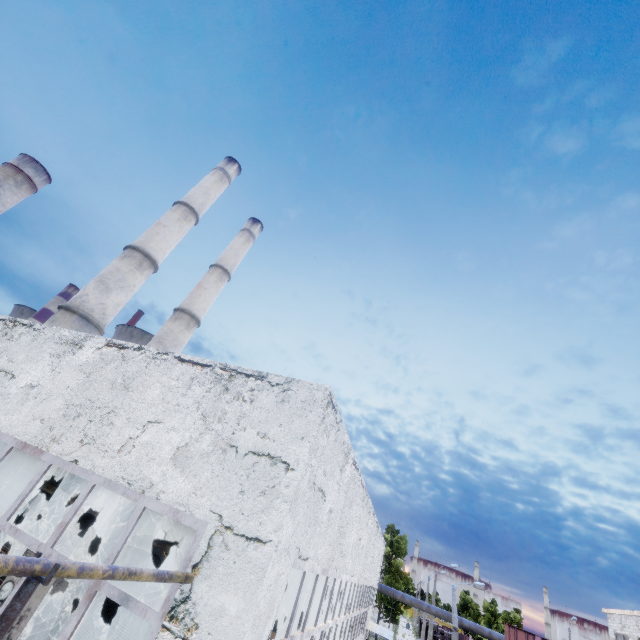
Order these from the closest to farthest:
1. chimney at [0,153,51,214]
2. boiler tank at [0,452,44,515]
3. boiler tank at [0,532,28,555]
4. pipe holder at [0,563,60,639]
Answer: pipe holder at [0,563,60,639] → boiler tank at [0,532,28,555] → boiler tank at [0,452,44,515] → chimney at [0,153,51,214]

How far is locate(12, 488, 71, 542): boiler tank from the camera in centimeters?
1097cm

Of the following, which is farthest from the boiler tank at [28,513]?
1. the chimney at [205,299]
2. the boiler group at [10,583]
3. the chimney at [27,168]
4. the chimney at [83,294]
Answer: the chimney at [27,168]

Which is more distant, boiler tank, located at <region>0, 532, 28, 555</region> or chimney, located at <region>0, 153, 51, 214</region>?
chimney, located at <region>0, 153, 51, 214</region>

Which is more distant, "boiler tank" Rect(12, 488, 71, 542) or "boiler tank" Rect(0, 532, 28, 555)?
"boiler tank" Rect(12, 488, 71, 542)

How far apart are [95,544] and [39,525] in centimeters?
244cm

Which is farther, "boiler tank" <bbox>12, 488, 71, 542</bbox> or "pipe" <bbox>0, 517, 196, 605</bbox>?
"boiler tank" <bbox>12, 488, 71, 542</bbox>

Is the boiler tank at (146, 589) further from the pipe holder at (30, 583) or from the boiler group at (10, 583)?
the pipe holder at (30, 583)
